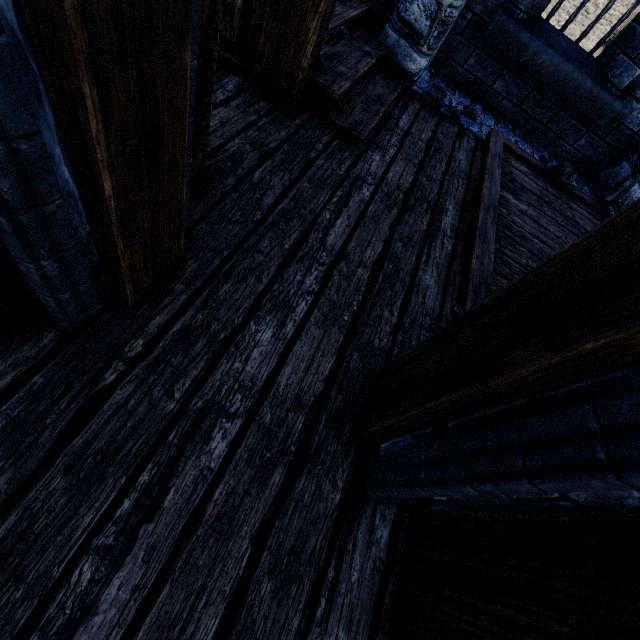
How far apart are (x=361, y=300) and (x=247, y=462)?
1.1 meters

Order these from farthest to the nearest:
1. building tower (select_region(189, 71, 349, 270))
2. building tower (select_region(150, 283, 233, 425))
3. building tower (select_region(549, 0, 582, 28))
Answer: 1. building tower (select_region(549, 0, 582, 28))
2. building tower (select_region(189, 71, 349, 270))
3. building tower (select_region(150, 283, 233, 425))

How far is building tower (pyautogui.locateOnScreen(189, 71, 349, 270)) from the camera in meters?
1.8

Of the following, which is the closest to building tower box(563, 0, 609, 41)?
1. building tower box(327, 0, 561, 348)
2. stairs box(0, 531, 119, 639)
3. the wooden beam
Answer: building tower box(327, 0, 561, 348)

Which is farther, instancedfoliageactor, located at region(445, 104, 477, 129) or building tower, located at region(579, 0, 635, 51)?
building tower, located at region(579, 0, 635, 51)

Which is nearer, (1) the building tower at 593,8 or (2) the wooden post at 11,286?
(2) the wooden post at 11,286

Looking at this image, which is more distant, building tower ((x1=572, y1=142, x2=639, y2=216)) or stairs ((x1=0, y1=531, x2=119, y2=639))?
building tower ((x1=572, y1=142, x2=639, y2=216))

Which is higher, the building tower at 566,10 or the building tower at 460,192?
the building tower at 460,192
